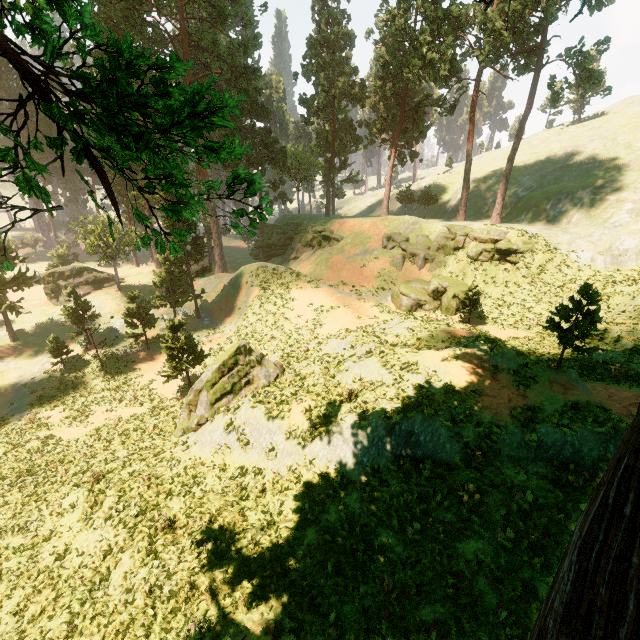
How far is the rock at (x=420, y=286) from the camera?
30.5m

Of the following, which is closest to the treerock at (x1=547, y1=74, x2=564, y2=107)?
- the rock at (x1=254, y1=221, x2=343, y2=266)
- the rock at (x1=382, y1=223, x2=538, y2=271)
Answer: the rock at (x1=254, y1=221, x2=343, y2=266)

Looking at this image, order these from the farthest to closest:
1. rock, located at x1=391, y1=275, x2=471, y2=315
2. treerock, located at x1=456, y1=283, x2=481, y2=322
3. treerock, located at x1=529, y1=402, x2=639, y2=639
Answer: rock, located at x1=391, y1=275, x2=471, y2=315
treerock, located at x1=456, y1=283, x2=481, y2=322
treerock, located at x1=529, y1=402, x2=639, y2=639

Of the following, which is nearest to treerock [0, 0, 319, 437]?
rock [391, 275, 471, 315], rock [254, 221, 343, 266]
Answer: rock [254, 221, 343, 266]

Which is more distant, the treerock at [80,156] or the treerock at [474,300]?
the treerock at [474,300]

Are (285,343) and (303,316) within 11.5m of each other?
yes

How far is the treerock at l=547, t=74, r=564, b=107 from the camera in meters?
33.7
